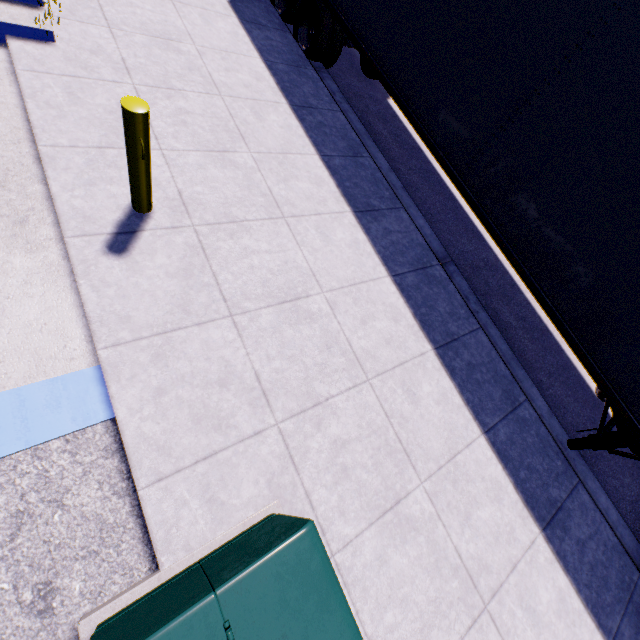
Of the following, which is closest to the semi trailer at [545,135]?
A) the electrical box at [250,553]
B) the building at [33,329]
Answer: the building at [33,329]

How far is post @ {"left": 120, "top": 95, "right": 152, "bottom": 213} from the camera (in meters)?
2.70

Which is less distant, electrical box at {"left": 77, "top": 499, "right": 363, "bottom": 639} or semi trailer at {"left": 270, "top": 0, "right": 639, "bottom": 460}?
electrical box at {"left": 77, "top": 499, "right": 363, "bottom": 639}

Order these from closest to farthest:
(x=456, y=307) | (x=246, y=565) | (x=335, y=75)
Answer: (x=246, y=565) < (x=456, y=307) < (x=335, y=75)

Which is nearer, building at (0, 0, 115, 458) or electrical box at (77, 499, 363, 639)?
electrical box at (77, 499, 363, 639)

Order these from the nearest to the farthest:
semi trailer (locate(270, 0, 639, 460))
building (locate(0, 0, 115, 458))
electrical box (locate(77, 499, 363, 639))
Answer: electrical box (locate(77, 499, 363, 639)) → building (locate(0, 0, 115, 458)) → semi trailer (locate(270, 0, 639, 460))

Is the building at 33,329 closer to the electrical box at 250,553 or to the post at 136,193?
the post at 136,193

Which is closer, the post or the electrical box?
the electrical box
